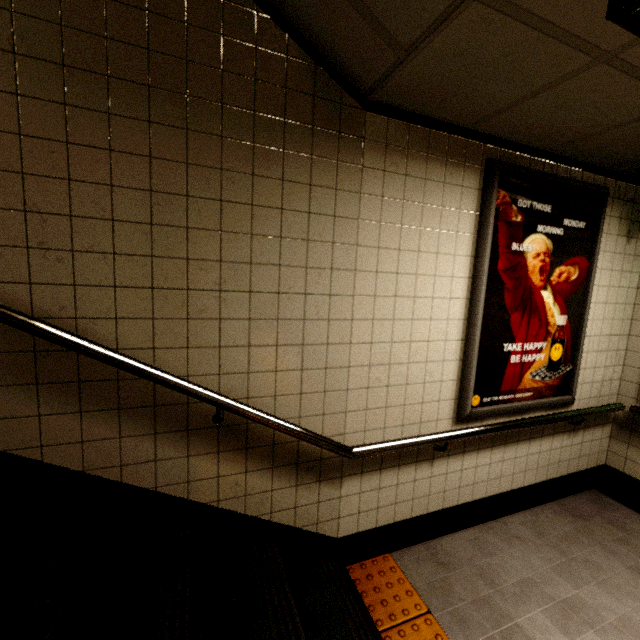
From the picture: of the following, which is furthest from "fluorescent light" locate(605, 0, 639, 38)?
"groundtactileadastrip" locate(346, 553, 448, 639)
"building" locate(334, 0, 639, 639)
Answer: "groundtactileadastrip" locate(346, 553, 448, 639)

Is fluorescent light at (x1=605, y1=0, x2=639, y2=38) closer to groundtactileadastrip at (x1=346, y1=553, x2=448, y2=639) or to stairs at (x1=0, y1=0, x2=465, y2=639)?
stairs at (x1=0, y1=0, x2=465, y2=639)

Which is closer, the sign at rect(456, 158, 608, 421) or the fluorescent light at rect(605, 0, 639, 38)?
the fluorescent light at rect(605, 0, 639, 38)

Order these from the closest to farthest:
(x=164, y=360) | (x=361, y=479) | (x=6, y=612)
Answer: (x=6, y=612), (x=164, y=360), (x=361, y=479)

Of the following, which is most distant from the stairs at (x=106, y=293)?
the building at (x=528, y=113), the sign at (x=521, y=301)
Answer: the sign at (x=521, y=301)

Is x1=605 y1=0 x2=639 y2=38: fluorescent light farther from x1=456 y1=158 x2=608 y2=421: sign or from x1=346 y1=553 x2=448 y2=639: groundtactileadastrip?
x1=346 y1=553 x2=448 y2=639: groundtactileadastrip

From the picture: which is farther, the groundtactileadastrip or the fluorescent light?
the groundtactileadastrip
